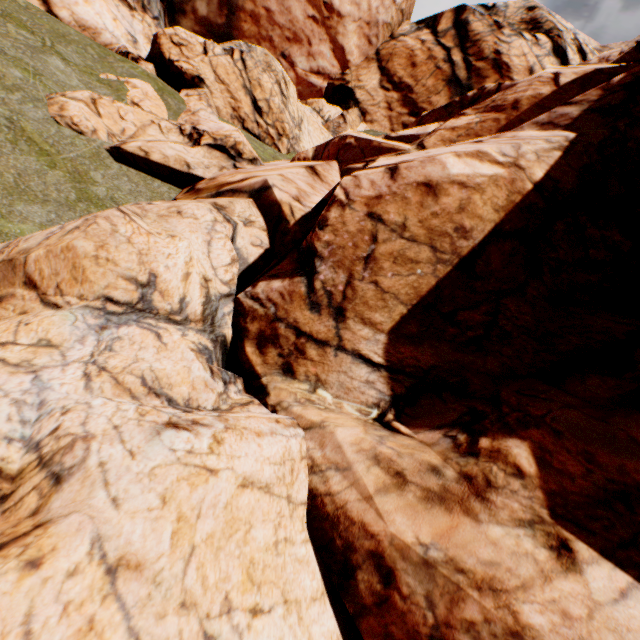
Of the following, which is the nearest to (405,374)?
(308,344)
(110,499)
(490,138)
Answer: (308,344)
